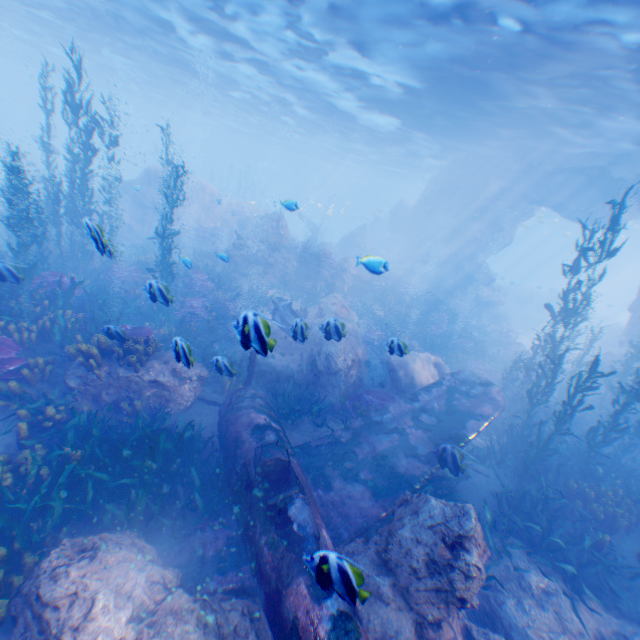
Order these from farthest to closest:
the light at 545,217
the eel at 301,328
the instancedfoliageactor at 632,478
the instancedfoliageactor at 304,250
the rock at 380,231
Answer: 1. the light at 545,217
2. the instancedfoliageactor at 304,250
3. the rock at 380,231
4. the instancedfoliageactor at 632,478
5. the eel at 301,328

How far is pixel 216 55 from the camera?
20.1m

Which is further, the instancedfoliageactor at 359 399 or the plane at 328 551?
the instancedfoliageactor at 359 399

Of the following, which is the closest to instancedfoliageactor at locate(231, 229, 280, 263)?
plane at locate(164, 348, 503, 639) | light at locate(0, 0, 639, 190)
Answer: plane at locate(164, 348, 503, 639)

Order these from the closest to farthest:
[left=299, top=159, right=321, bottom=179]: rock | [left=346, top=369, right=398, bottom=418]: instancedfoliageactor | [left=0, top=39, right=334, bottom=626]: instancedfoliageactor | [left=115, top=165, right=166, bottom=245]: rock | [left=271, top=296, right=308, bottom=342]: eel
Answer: [left=0, top=39, right=334, bottom=626]: instancedfoliageactor
[left=271, top=296, right=308, bottom=342]: eel
[left=346, top=369, right=398, bottom=418]: instancedfoliageactor
[left=115, top=165, right=166, bottom=245]: rock
[left=299, top=159, right=321, bottom=179]: rock

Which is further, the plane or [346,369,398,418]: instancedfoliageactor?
[346,369,398,418]: instancedfoliageactor

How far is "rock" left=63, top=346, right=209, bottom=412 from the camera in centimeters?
755cm

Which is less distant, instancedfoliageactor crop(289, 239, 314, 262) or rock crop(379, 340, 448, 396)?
rock crop(379, 340, 448, 396)
